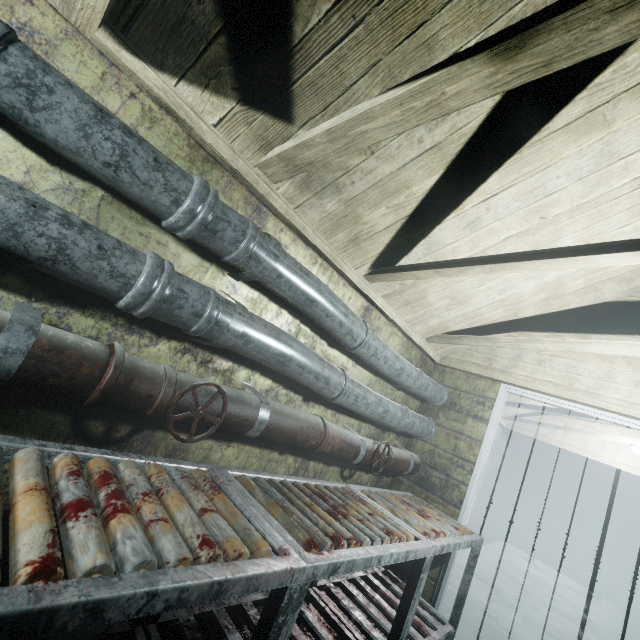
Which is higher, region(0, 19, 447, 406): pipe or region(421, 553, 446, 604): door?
region(0, 19, 447, 406): pipe

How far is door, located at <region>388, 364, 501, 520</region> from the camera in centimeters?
262cm

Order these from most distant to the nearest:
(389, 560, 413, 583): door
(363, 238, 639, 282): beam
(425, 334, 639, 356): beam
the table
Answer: (389, 560, 413, 583): door → (425, 334, 639, 356): beam → (363, 238, 639, 282): beam → the table

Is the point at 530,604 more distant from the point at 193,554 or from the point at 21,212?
the point at 21,212

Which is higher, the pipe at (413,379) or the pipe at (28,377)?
the pipe at (413,379)

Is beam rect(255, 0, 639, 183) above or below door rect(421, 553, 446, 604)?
above

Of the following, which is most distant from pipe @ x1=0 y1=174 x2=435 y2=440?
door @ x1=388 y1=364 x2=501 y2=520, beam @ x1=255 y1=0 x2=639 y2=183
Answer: beam @ x1=255 y1=0 x2=639 y2=183

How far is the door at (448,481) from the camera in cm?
262
